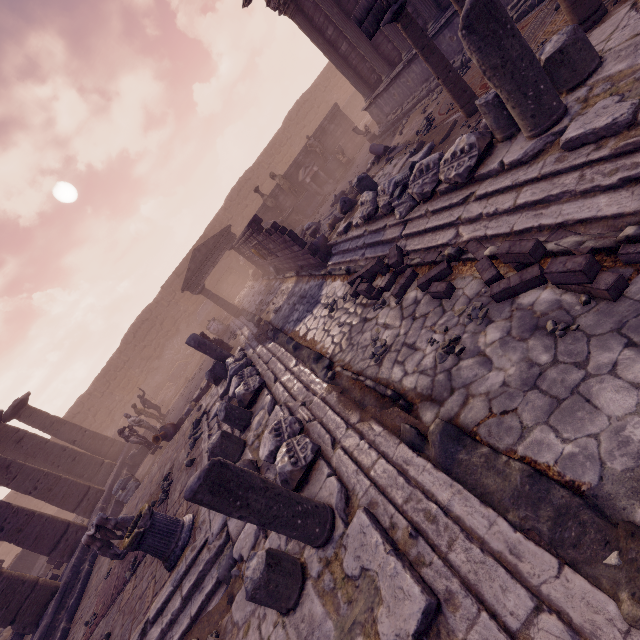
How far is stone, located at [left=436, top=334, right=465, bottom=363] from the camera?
3.9m

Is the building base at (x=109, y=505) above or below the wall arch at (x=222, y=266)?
below

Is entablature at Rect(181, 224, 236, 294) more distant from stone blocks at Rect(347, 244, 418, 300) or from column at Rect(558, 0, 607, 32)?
column at Rect(558, 0, 607, 32)

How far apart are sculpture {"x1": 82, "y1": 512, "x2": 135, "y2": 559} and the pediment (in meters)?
12.38

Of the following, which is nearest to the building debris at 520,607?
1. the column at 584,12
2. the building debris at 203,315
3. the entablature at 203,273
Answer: the column at 584,12

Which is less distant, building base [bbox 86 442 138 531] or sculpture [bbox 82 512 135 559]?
sculpture [bbox 82 512 135 559]

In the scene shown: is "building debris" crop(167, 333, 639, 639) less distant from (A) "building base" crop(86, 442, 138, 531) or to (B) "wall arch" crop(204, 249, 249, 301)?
(A) "building base" crop(86, 442, 138, 531)

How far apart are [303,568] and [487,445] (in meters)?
2.19
